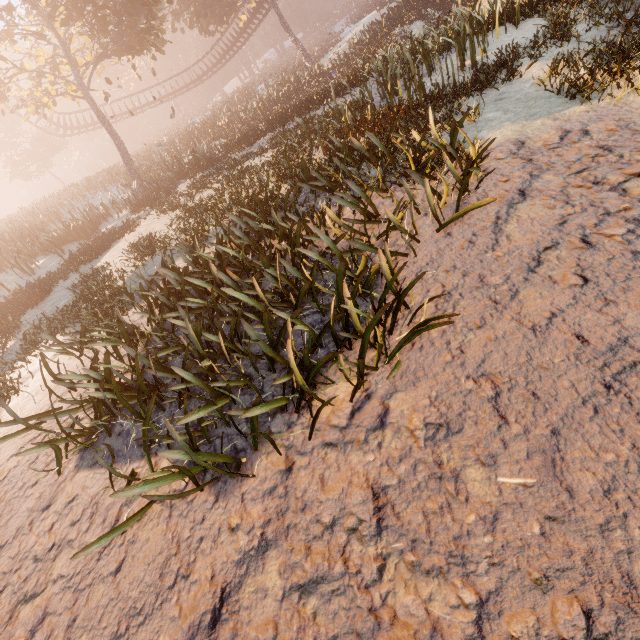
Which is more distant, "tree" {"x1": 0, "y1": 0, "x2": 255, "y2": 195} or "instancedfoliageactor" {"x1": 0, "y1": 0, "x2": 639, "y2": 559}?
"tree" {"x1": 0, "y1": 0, "x2": 255, "y2": 195}

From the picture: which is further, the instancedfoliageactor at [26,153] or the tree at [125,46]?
the tree at [125,46]

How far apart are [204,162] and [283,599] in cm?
1852
